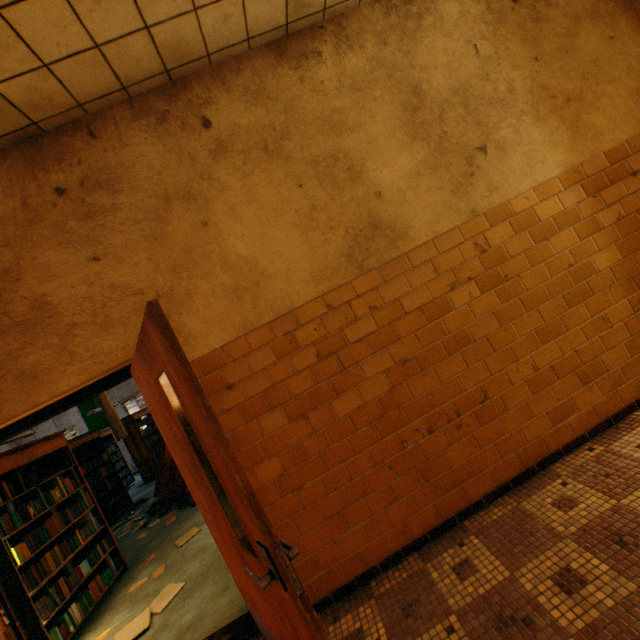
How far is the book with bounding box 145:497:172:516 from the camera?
6.3 meters

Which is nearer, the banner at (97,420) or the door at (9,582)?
the door at (9,582)

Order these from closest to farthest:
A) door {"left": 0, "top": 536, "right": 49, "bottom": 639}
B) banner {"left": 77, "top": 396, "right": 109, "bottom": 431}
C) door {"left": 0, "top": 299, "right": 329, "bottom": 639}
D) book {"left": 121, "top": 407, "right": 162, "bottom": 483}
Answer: door {"left": 0, "top": 299, "right": 329, "bottom": 639}, door {"left": 0, "top": 536, "right": 49, "bottom": 639}, book {"left": 121, "top": 407, "right": 162, "bottom": 483}, banner {"left": 77, "top": 396, "right": 109, "bottom": 431}

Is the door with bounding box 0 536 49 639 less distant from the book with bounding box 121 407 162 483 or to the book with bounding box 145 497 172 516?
the book with bounding box 145 497 172 516

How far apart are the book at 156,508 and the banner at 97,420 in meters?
7.5

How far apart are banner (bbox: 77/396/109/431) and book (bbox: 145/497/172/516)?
7.5m

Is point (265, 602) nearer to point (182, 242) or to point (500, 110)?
point (182, 242)

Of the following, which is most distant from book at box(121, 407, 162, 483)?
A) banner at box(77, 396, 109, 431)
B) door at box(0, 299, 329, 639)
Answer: door at box(0, 299, 329, 639)
